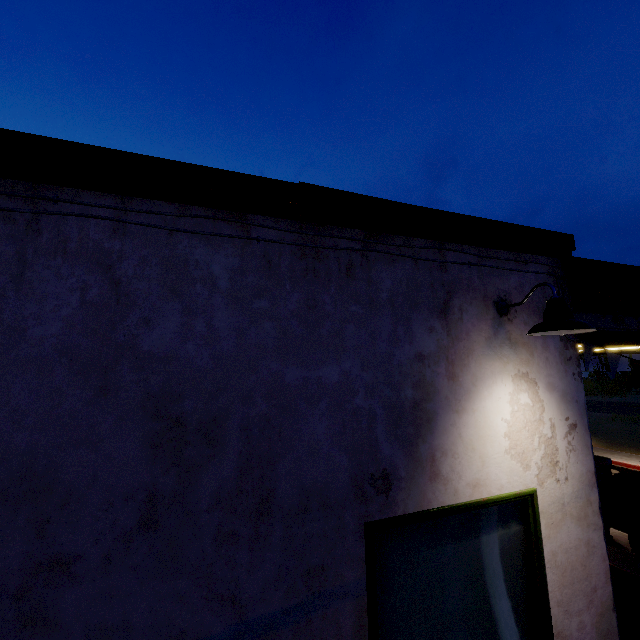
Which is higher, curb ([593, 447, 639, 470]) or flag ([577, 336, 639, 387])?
flag ([577, 336, 639, 387])

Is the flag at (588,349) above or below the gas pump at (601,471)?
above

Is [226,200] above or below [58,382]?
above

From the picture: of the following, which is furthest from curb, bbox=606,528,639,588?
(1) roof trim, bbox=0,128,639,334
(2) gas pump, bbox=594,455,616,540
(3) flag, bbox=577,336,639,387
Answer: (1) roof trim, bbox=0,128,639,334

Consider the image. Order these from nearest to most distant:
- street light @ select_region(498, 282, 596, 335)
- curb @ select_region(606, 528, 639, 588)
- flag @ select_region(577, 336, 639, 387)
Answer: street light @ select_region(498, 282, 596, 335)
flag @ select_region(577, 336, 639, 387)
curb @ select_region(606, 528, 639, 588)

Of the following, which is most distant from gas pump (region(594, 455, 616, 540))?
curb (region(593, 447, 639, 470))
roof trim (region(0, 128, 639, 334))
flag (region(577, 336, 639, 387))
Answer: curb (region(593, 447, 639, 470))

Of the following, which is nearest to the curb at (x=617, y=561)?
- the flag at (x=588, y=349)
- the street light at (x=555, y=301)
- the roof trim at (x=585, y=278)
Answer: the flag at (x=588, y=349)

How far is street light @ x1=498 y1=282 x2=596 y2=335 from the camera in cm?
243
